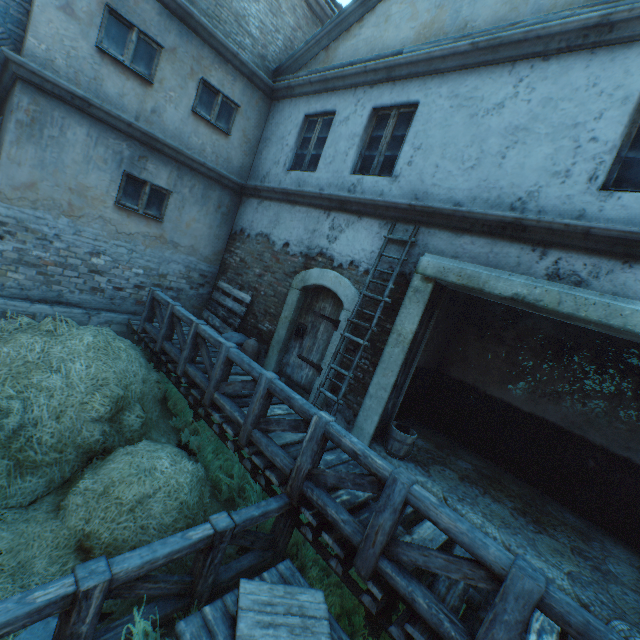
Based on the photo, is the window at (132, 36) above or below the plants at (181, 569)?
above

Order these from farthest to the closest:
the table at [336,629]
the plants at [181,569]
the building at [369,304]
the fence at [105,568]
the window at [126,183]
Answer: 1. the window at [126,183]
2. the building at [369,304]
3. the plants at [181,569]
4. the table at [336,629]
5. the fence at [105,568]

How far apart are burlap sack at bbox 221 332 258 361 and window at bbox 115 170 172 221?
3.0m

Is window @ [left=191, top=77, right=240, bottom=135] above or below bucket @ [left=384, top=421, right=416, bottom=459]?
above

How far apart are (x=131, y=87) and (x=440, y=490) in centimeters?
908cm

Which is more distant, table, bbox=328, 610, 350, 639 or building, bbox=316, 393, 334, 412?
building, bbox=316, 393, 334, 412

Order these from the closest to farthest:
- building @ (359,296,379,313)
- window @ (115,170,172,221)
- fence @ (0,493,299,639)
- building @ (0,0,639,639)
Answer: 1. fence @ (0,493,299,639)
2. building @ (0,0,639,639)
3. building @ (359,296,379,313)
4. window @ (115,170,172,221)

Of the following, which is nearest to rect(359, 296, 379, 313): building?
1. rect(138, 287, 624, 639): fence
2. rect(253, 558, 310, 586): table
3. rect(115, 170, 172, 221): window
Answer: rect(115, 170, 172, 221): window
